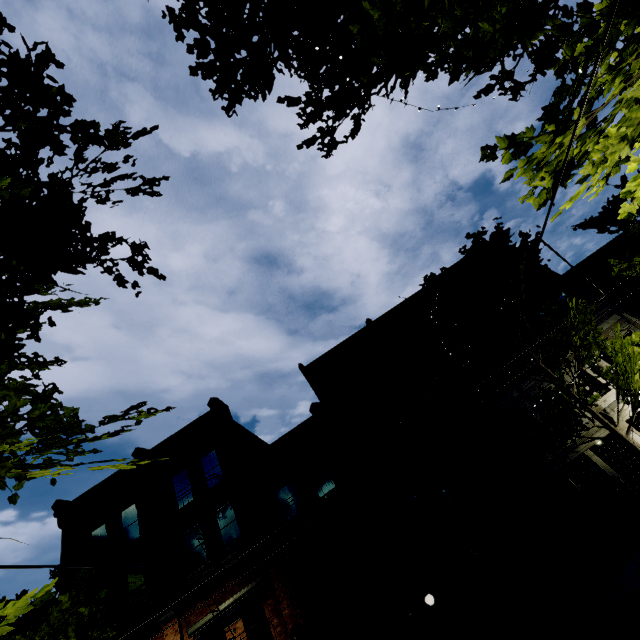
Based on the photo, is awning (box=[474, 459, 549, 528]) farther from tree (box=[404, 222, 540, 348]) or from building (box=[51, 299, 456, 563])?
tree (box=[404, 222, 540, 348])

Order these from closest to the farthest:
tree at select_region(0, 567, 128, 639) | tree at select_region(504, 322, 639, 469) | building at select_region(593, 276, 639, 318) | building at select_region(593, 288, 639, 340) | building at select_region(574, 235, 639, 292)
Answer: tree at select_region(0, 567, 128, 639), tree at select_region(504, 322, 639, 469), building at select_region(593, 288, 639, 340), building at select_region(593, 276, 639, 318), building at select_region(574, 235, 639, 292)

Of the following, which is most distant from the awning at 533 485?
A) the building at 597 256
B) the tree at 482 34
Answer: the tree at 482 34

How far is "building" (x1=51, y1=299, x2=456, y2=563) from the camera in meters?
15.4

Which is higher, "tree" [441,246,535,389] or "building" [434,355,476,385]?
"building" [434,355,476,385]

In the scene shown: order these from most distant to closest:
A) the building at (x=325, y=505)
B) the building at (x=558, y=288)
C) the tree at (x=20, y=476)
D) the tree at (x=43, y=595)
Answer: the building at (x=558, y=288), the building at (x=325, y=505), the tree at (x=20, y=476), the tree at (x=43, y=595)

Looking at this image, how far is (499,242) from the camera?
11.3m
